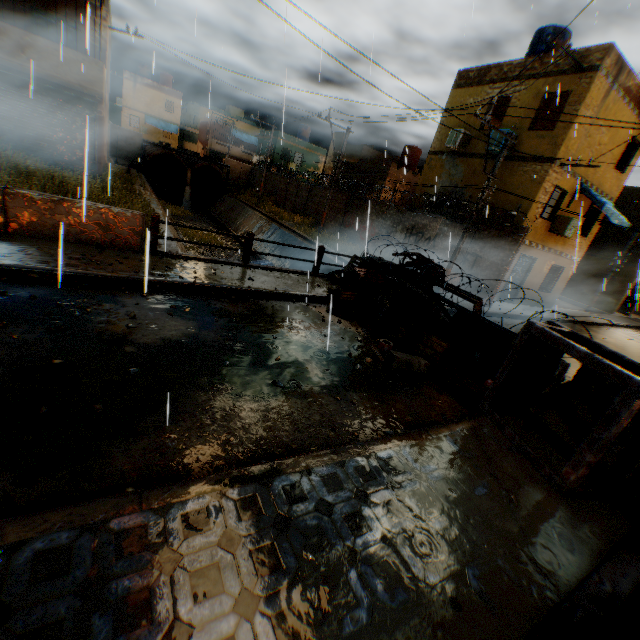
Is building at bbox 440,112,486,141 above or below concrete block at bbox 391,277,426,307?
above

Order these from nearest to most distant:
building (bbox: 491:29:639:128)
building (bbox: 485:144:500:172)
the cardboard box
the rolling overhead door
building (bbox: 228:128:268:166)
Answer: the cardboard box
building (bbox: 491:29:639:128)
the rolling overhead door
building (bbox: 485:144:500:172)
building (bbox: 228:128:268:166)

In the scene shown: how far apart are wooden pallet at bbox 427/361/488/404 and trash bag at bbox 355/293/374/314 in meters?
2.6 m

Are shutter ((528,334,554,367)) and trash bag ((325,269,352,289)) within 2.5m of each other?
no

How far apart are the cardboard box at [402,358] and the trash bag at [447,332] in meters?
0.6 m

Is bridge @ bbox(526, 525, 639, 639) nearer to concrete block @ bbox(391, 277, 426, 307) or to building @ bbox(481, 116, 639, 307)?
concrete block @ bbox(391, 277, 426, 307)

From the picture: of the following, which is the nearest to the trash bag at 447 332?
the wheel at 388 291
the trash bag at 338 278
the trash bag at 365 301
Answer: the wheel at 388 291

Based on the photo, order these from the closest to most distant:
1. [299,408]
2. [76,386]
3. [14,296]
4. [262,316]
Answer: [76,386] → [299,408] → [14,296] → [262,316]
